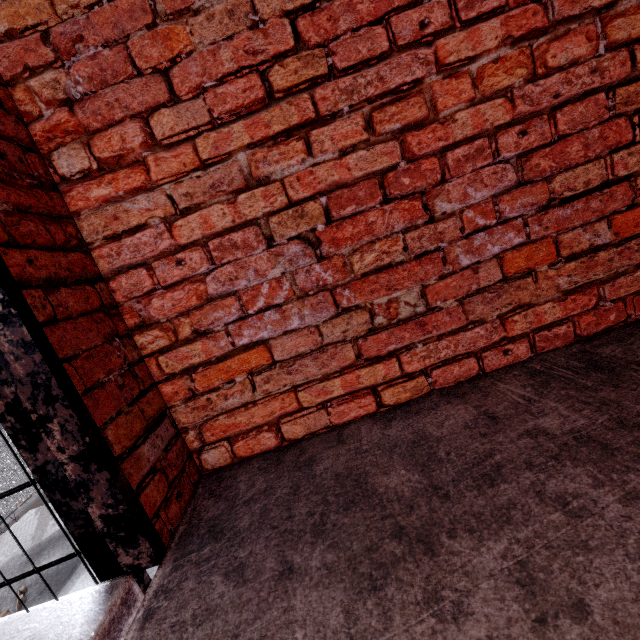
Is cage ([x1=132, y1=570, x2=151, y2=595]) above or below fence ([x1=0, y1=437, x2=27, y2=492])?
above

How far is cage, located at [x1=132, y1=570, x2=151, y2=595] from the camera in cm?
100

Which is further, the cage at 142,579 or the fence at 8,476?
the fence at 8,476

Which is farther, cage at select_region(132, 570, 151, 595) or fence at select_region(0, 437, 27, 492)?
fence at select_region(0, 437, 27, 492)

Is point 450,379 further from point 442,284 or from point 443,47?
point 443,47

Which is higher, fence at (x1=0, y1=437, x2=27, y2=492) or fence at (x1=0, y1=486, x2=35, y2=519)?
fence at (x1=0, y1=437, x2=27, y2=492)
